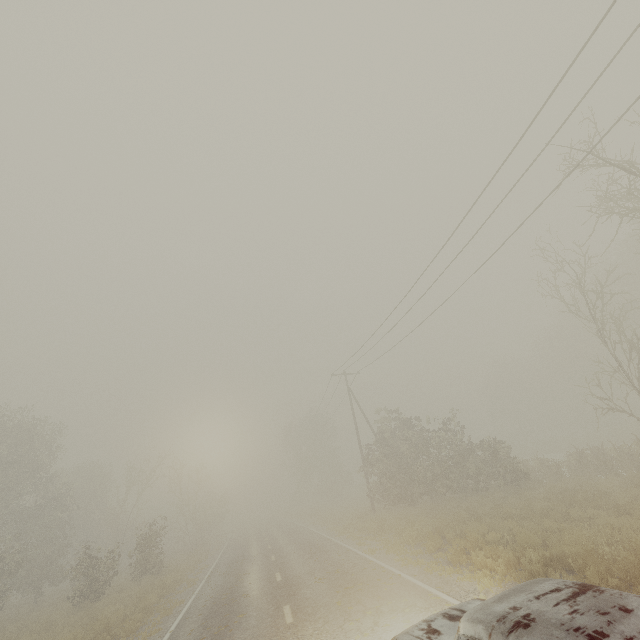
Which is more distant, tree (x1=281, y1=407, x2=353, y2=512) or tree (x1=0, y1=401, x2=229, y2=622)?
tree (x1=281, y1=407, x2=353, y2=512)

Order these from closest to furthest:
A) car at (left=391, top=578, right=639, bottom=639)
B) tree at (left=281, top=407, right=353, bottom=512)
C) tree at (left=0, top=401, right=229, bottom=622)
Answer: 1. car at (left=391, top=578, right=639, bottom=639)
2. tree at (left=0, top=401, right=229, bottom=622)
3. tree at (left=281, top=407, right=353, bottom=512)

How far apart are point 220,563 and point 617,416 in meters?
49.4 m

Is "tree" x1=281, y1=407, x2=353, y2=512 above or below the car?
above

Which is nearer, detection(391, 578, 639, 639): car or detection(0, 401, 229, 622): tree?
detection(391, 578, 639, 639): car

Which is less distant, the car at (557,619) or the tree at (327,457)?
the car at (557,619)

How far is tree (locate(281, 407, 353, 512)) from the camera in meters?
48.5

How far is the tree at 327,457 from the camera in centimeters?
4847cm
